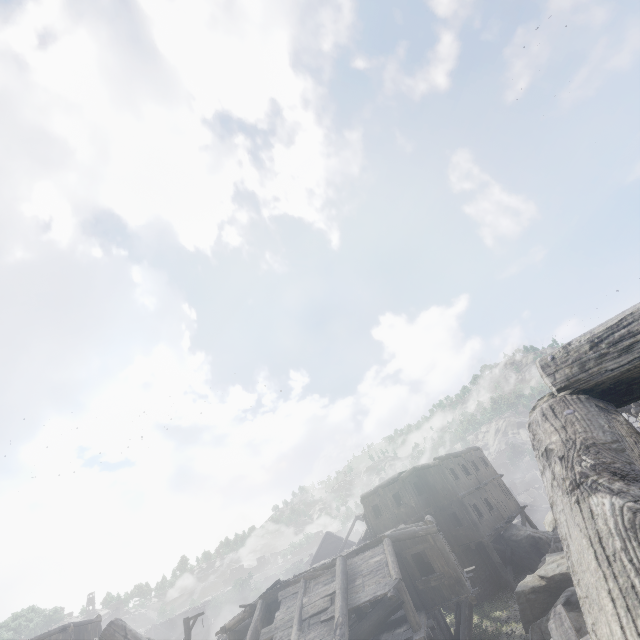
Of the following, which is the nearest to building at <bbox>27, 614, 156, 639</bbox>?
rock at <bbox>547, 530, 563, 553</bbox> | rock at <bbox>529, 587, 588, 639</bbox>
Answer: rock at <bbox>529, 587, 588, 639</bbox>

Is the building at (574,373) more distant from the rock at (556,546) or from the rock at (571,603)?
the rock at (556,546)

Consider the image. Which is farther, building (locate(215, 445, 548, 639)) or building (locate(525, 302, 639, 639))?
building (locate(215, 445, 548, 639))

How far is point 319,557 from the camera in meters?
46.2

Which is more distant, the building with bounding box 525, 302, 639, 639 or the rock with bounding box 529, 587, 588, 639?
the rock with bounding box 529, 587, 588, 639
